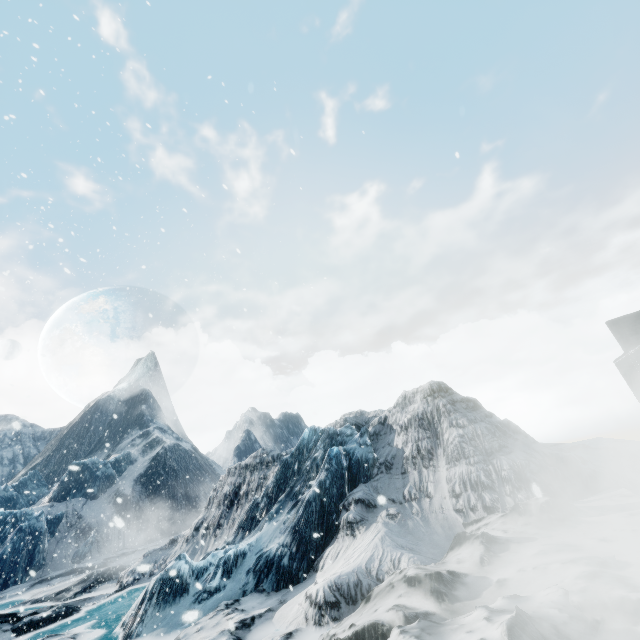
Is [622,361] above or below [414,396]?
below
